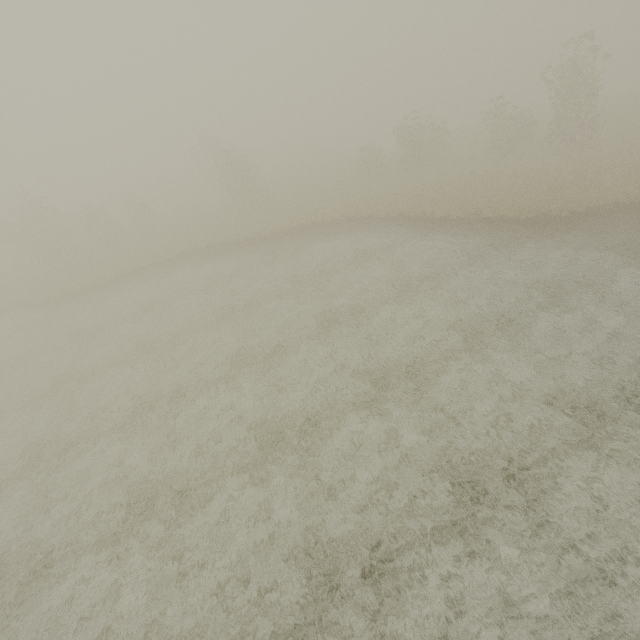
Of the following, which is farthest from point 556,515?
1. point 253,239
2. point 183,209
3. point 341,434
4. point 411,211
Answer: point 183,209
